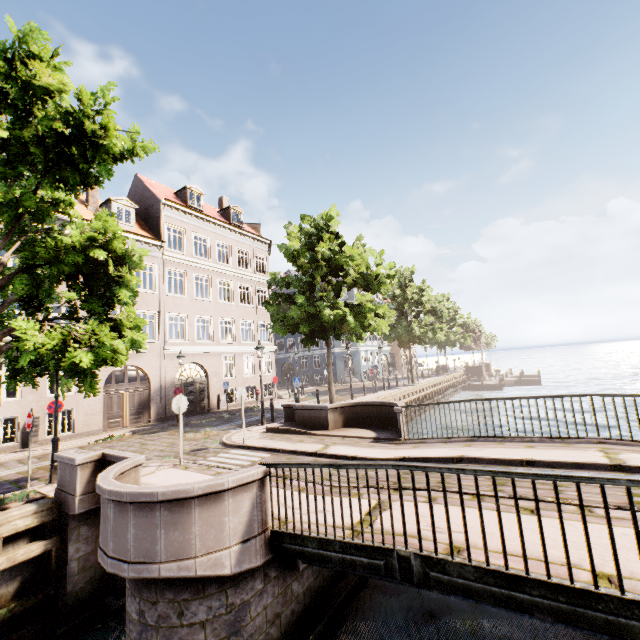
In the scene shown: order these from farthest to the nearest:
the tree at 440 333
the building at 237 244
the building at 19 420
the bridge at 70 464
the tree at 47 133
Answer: the building at 237 244 → the tree at 440 333 → the building at 19 420 → the tree at 47 133 → the bridge at 70 464

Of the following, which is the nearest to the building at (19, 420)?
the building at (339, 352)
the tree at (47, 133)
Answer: the tree at (47, 133)

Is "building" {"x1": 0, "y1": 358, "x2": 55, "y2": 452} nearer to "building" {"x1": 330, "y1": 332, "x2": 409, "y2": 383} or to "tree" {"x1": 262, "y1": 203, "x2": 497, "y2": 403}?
"tree" {"x1": 262, "y1": 203, "x2": 497, "y2": 403}

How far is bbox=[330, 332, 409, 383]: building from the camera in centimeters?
4022cm

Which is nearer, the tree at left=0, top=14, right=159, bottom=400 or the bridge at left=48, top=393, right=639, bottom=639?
the bridge at left=48, top=393, right=639, bottom=639

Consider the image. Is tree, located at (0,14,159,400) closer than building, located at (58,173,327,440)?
Yes

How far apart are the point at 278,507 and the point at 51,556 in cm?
566
